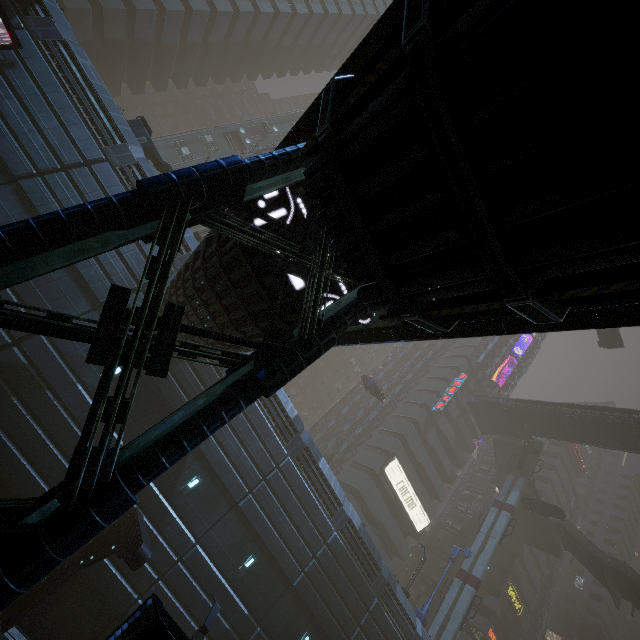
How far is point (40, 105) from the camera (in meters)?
14.02

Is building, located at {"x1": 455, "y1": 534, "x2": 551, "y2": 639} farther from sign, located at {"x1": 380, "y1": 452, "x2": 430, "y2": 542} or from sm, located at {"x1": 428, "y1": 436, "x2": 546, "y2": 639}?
sm, located at {"x1": 428, "y1": 436, "x2": 546, "y2": 639}

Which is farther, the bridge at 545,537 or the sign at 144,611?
the bridge at 545,537

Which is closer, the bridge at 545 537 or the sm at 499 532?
the sm at 499 532

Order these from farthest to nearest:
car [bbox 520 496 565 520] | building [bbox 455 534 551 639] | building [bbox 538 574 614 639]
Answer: building [bbox 538 574 614 639] < building [bbox 455 534 551 639] < car [bbox 520 496 565 520]

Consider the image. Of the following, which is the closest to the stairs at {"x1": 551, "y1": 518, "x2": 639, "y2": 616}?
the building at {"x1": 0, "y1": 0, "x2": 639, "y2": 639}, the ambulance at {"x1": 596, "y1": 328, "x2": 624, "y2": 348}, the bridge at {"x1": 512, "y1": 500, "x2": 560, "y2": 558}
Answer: the bridge at {"x1": 512, "y1": 500, "x2": 560, "y2": 558}

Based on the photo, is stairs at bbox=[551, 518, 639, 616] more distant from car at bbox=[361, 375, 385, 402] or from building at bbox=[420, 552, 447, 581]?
car at bbox=[361, 375, 385, 402]

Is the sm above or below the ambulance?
below
